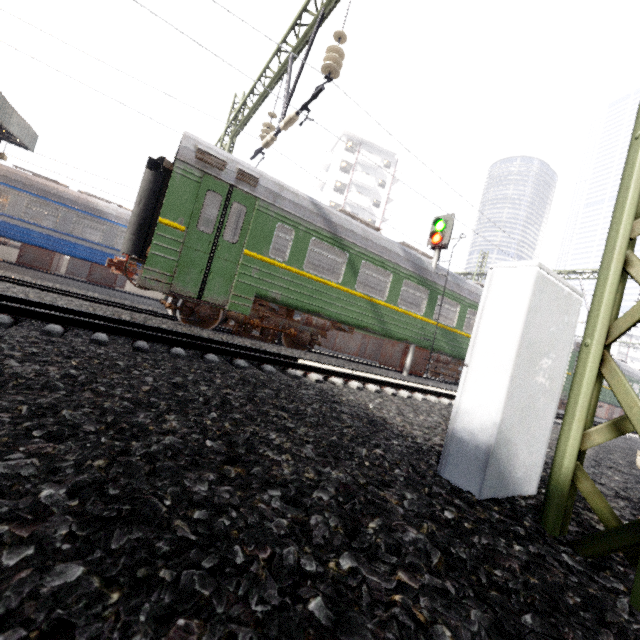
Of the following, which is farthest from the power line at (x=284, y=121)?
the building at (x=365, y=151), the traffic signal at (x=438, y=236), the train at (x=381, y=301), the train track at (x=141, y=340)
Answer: the building at (x=365, y=151)

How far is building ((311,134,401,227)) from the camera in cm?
4434

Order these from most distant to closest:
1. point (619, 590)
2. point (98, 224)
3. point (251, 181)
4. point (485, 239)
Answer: point (98, 224)
point (485, 239)
point (251, 181)
point (619, 590)

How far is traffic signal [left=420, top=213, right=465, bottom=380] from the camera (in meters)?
11.23

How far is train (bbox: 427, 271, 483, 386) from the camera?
12.0 meters

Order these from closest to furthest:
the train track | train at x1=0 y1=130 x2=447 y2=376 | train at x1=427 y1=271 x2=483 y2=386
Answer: the train track, train at x1=0 y1=130 x2=447 y2=376, train at x1=427 y1=271 x2=483 y2=386

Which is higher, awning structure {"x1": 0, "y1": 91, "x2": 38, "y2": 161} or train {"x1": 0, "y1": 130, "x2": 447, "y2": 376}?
awning structure {"x1": 0, "y1": 91, "x2": 38, "y2": 161}

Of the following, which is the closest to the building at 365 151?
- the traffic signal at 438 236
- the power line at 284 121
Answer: the power line at 284 121
